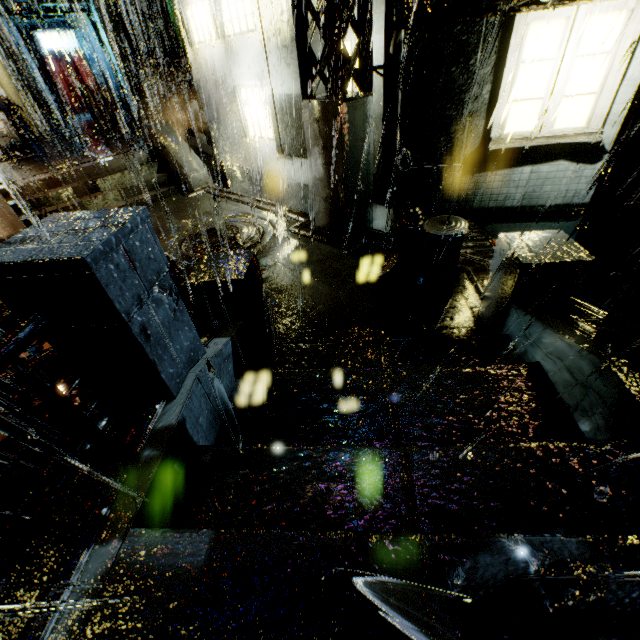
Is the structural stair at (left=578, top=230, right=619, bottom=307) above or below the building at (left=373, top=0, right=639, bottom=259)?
below

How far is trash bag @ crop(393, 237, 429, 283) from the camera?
6.3 meters

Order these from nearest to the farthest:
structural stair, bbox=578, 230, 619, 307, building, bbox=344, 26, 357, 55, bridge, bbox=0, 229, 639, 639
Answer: bridge, bbox=0, 229, 639, 639 → building, bbox=344, 26, 357, 55 → structural stair, bbox=578, 230, 619, 307

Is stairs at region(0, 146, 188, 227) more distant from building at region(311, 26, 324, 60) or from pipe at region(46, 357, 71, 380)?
pipe at region(46, 357, 71, 380)

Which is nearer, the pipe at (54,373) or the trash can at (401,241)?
the pipe at (54,373)

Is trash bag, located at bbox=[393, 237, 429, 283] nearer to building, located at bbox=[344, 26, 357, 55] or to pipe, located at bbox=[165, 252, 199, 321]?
building, located at bbox=[344, 26, 357, 55]

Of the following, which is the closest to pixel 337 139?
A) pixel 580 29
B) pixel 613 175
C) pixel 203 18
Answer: pixel 580 29

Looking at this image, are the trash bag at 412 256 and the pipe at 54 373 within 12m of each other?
yes
